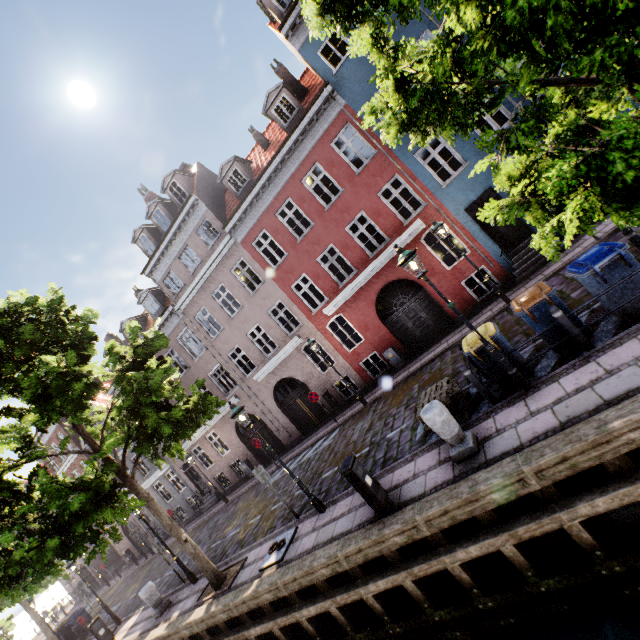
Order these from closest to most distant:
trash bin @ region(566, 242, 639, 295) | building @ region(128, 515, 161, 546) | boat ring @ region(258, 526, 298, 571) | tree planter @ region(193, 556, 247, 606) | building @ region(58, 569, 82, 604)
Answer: trash bin @ region(566, 242, 639, 295)
boat ring @ region(258, 526, 298, 571)
tree planter @ region(193, 556, 247, 606)
building @ region(128, 515, 161, 546)
building @ region(58, 569, 82, 604)

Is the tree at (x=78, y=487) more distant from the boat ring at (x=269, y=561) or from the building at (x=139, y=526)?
the building at (x=139, y=526)

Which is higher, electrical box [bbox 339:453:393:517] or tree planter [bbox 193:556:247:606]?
electrical box [bbox 339:453:393:517]

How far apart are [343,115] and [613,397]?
13.44m

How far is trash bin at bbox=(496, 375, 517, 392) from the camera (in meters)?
6.91

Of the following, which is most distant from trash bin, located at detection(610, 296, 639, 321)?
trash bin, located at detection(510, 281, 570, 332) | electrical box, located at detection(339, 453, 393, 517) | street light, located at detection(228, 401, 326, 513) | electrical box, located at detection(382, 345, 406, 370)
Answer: electrical box, located at detection(382, 345, 406, 370)

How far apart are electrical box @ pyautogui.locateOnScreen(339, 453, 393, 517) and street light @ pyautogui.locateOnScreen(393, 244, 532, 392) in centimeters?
342cm

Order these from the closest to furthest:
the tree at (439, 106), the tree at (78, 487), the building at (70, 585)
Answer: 1. the tree at (439, 106)
2. the tree at (78, 487)
3. the building at (70, 585)
